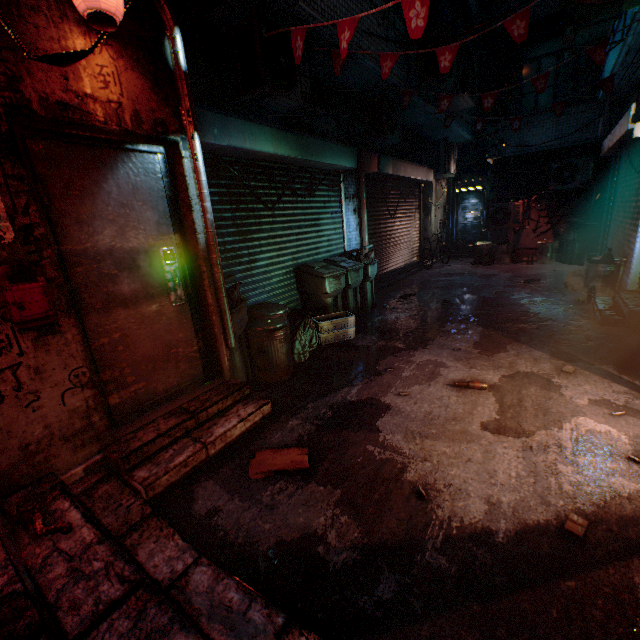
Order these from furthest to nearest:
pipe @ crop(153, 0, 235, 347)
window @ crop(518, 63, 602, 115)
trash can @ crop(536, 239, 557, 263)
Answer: trash can @ crop(536, 239, 557, 263) → window @ crop(518, 63, 602, 115) → pipe @ crop(153, 0, 235, 347)

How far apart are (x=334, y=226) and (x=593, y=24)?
4.2 meters

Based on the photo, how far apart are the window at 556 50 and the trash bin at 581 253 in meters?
2.8

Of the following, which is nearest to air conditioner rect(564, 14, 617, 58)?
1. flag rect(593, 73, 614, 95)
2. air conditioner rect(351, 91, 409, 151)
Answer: flag rect(593, 73, 614, 95)

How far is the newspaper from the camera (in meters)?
2.24

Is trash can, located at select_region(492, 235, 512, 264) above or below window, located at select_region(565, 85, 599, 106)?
below

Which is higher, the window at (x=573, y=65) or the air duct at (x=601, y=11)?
the window at (x=573, y=65)

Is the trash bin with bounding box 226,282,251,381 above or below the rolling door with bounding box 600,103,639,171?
below
